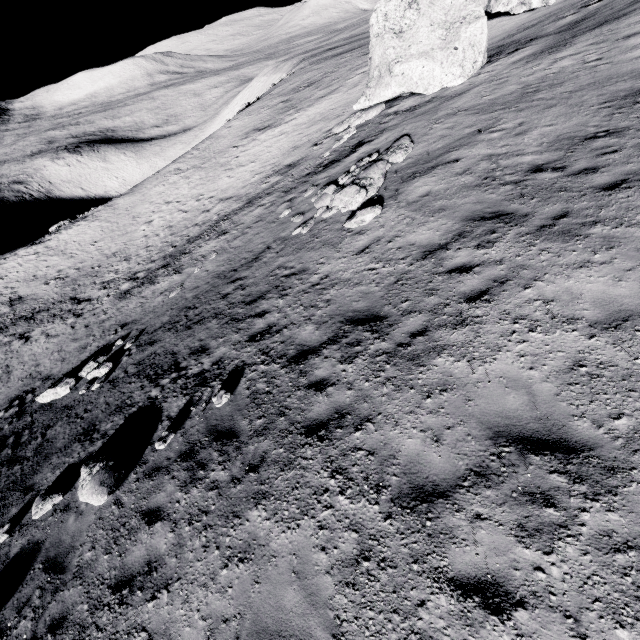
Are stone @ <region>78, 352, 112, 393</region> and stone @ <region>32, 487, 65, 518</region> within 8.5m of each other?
yes

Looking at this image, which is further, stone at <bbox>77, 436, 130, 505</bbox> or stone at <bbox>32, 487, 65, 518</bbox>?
stone at <bbox>32, 487, 65, 518</bbox>

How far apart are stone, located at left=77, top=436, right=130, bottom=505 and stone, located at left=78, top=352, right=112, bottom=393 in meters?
5.2 m

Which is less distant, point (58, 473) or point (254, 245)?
point (58, 473)

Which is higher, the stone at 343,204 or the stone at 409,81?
the stone at 409,81

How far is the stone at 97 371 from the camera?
12.68m

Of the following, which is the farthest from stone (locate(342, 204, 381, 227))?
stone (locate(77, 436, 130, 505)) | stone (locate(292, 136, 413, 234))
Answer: stone (locate(77, 436, 130, 505))

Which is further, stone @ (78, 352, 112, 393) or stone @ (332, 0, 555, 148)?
stone @ (332, 0, 555, 148)
